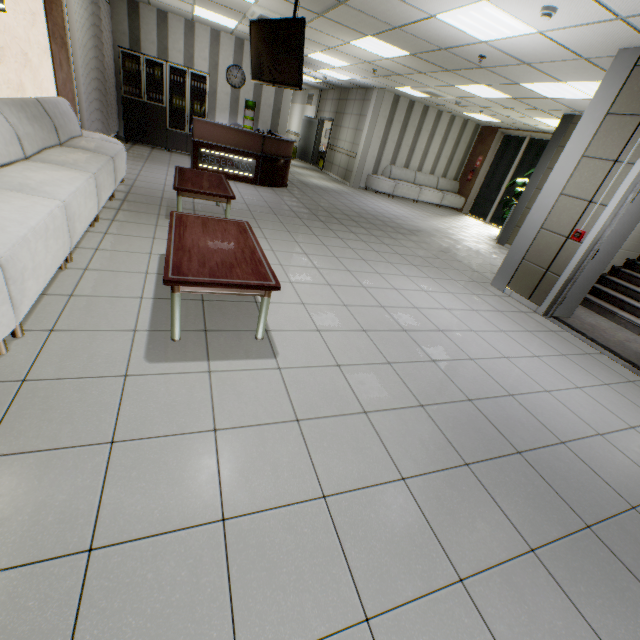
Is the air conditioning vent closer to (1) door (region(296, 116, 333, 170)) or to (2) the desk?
(2) the desk

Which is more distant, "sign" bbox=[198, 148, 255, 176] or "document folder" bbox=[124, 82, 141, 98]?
"document folder" bbox=[124, 82, 141, 98]

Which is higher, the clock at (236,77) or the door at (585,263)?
the clock at (236,77)

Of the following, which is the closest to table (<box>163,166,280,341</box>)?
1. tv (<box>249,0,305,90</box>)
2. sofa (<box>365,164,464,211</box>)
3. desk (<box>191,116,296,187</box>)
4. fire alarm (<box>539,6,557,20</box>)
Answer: tv (<box>249,0,305,90</box>)

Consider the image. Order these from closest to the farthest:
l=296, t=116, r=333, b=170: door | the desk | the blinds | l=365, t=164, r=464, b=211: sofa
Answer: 1. the blinds
2. the desk
3. l=365, t=164, r=464, b=211: sofa
4. l=296, t=116, r=333, b=170: door

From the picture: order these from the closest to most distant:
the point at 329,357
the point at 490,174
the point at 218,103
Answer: the point at 329,357, the point at 218,103, the point at 490,174

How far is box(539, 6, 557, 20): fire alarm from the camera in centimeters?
348cm

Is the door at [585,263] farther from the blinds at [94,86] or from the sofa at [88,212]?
the blinds at [94,86]
